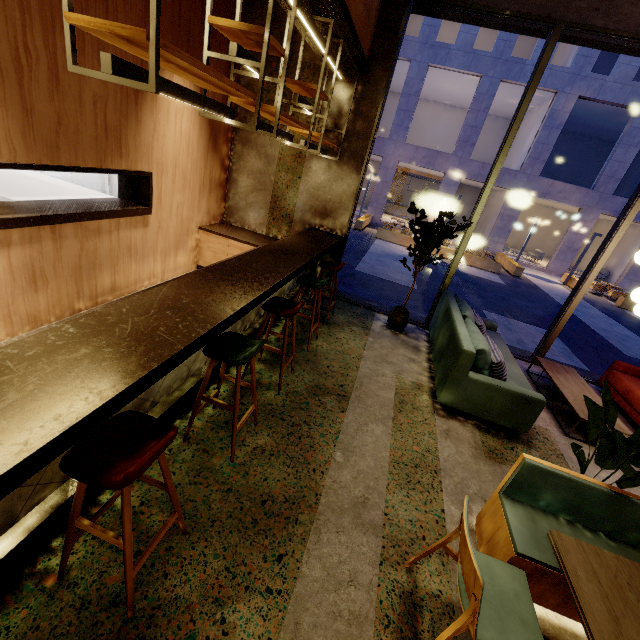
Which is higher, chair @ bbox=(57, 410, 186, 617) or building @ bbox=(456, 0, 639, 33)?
building @ bbox=(456, 0, 639, 33)

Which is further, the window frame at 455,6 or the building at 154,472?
the window frame at 455,6

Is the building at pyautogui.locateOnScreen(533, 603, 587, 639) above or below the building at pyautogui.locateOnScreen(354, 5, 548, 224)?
below

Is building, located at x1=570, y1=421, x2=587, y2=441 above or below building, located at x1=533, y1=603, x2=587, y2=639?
above

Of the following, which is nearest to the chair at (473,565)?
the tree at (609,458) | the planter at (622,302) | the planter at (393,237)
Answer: the tree at (609,458)

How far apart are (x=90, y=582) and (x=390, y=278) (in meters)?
9.53

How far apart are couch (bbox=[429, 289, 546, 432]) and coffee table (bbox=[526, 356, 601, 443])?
0.6 meters
